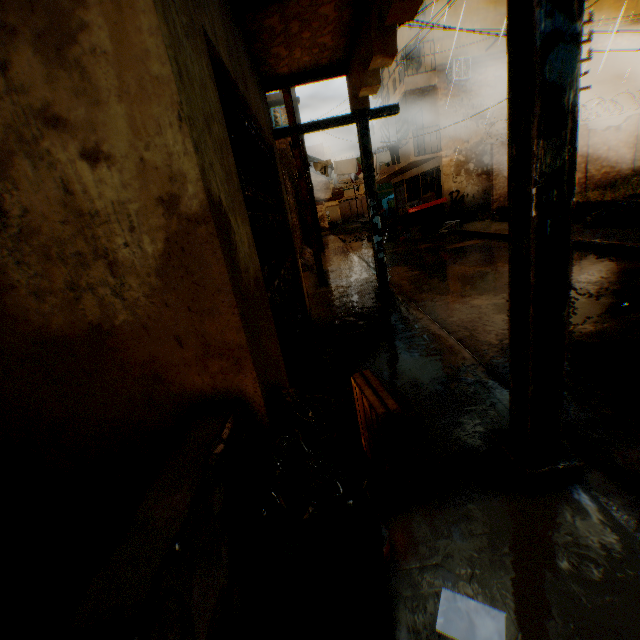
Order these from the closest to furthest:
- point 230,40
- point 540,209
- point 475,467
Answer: point 540,209 → point 475,467 → point 230,40

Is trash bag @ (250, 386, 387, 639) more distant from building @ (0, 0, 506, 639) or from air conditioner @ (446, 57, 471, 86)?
air conditioner @ (446, 57, 471, 86)

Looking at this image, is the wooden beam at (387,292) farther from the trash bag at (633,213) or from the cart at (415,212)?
the trash bag at (633,213)

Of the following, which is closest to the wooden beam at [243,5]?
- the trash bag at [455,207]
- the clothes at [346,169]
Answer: the clothes at [346,169]

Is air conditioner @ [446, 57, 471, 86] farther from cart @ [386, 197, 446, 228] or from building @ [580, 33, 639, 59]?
cart @ [386, 197, 446, 228]

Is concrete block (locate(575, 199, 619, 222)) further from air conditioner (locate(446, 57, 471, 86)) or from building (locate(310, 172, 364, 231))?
air conditioner (locate(446, 57, 471, 86))

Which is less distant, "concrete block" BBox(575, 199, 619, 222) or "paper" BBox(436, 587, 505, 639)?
"paper" BBox(436, 587, 505, 639)

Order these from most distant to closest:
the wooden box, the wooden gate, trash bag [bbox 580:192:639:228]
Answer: trash bag [bbox 580:192:639:228] → the wooden gate → the wooden box
